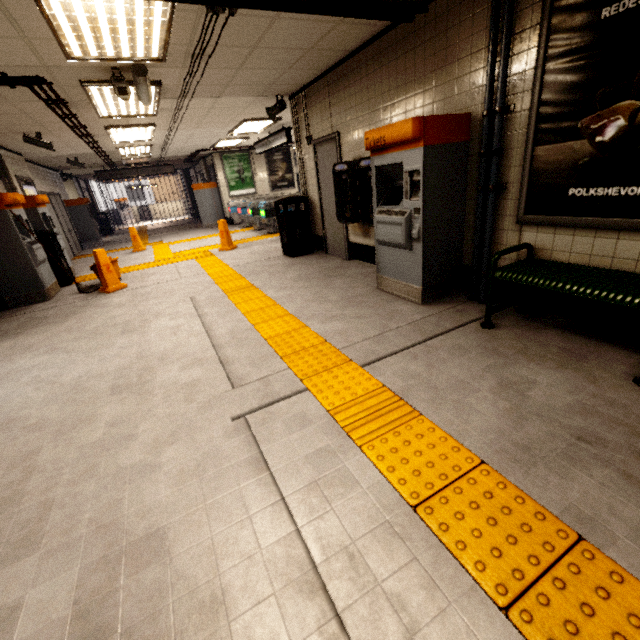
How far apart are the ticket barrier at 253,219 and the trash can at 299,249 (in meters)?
4.79

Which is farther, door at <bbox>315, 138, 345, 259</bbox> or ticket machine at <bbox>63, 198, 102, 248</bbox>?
ticket machine at <bbox>63, 198, 102, 248</bbox>

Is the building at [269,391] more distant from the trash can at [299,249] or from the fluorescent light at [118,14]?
the trash can at [299,249]

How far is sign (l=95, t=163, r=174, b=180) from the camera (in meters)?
13.38

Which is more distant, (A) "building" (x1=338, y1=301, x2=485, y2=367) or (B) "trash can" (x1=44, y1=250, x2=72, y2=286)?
(B) "trash can" (x1=44, y1=250, x2=72, y2=286)

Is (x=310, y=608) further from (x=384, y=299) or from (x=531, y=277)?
(x=384, y=299)

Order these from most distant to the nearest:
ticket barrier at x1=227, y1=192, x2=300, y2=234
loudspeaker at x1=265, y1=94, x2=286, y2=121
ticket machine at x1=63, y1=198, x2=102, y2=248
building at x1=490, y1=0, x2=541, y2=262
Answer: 1. ticket machine at x1=63, y1=198, x2=102, y2=248
2. ticket barrier at x1=227, y1=192, x2=300, y2=234
3. loudspeaker at x1=265, y1=94, x2=286, y2=121
4. building at x1=490, y1=0, x2=541, y2=262

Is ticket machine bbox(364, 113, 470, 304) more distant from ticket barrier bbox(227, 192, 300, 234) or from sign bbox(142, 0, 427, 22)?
ticket barrier bbox(227, 192, 300, 234)
